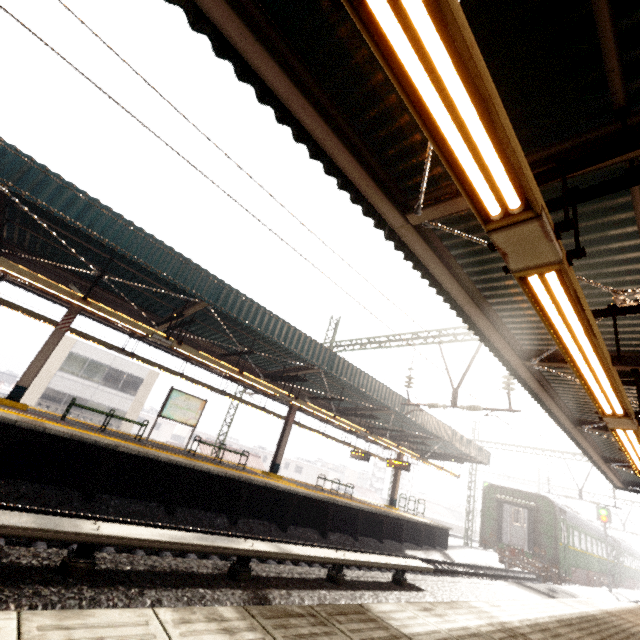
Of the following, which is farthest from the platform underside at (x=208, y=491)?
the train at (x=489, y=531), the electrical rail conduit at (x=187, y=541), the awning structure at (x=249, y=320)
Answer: the train at (x=489, y=531)

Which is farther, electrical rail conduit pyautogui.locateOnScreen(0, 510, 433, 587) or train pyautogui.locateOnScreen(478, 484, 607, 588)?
train pyautogui.locateOnScreen(478, 484, 607, 588)

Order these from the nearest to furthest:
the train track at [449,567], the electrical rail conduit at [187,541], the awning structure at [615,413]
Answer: the awning structure at [615,413] → the electrical rail conduit at [187,541] → the train track at [449,567]

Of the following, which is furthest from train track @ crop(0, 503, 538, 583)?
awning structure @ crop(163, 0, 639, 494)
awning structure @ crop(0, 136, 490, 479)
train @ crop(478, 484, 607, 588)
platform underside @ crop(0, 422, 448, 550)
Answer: train @ crop(478, 484, 607, 588)

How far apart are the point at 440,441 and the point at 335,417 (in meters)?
9.11

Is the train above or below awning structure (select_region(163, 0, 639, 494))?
below

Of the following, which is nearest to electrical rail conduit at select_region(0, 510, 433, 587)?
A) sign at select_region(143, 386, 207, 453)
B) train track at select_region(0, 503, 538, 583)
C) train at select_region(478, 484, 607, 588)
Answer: train track at select_region(0, 503, 538, 583)

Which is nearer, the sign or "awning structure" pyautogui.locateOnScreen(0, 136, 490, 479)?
"awning structure" pyautogui.locateOnScreen(0, 136, 490, 479)
